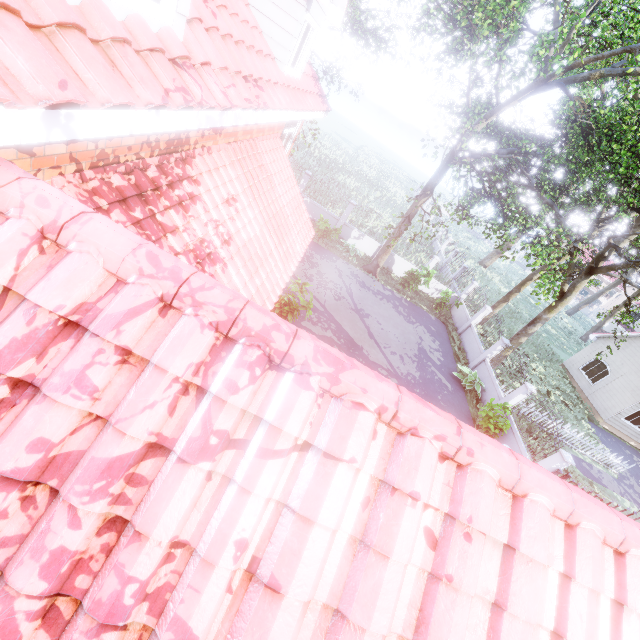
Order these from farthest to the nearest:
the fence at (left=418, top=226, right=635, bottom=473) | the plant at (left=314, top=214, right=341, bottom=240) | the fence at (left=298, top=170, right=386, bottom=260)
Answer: the fence at (left=298, top=170, right=386, bottom=260) → the plant at (left=314, top=214, right=341, bottom=240) → the fence at (left=418, top=226, right=635, bottom=473)

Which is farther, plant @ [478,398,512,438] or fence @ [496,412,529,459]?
plant @ [478,398,512,438]

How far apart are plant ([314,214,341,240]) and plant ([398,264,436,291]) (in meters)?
6.13

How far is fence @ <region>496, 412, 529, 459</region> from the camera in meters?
12.3

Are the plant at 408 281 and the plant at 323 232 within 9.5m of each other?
yes

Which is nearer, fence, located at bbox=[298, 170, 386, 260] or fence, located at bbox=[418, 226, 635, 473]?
fence, located at bbox=[418, 226, 635, 473]

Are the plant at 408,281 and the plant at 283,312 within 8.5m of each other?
no

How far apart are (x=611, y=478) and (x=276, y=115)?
23.1 meters
